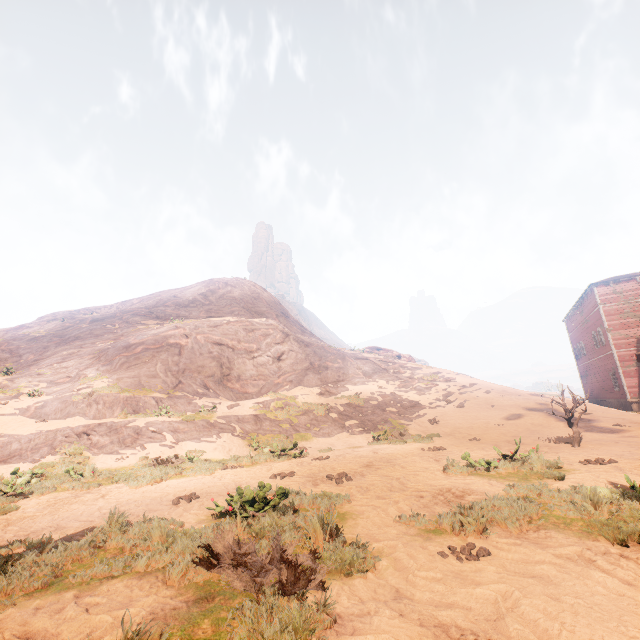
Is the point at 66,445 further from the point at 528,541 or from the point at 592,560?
the point at 592,560

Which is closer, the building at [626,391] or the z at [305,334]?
the z at [305,334]

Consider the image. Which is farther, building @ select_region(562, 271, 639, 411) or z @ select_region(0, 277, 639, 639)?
building @ select_region(562, 271, 639, 411)
